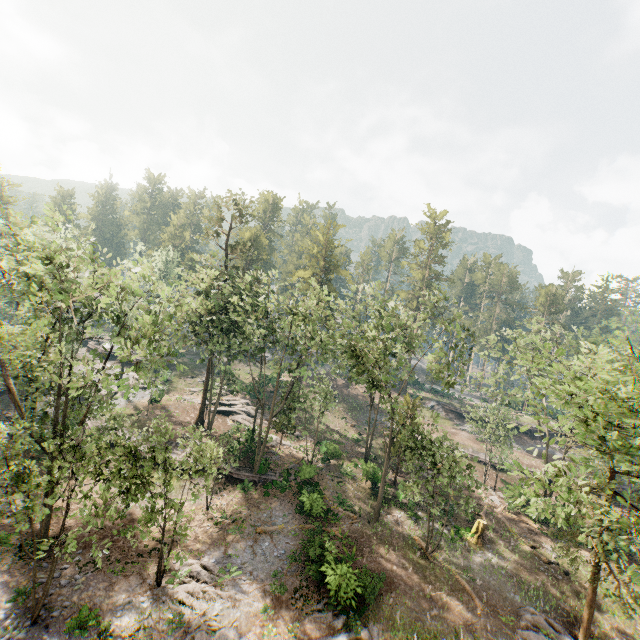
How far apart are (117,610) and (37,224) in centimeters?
2405cm

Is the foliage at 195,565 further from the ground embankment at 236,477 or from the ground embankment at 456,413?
the ground embankment at 456,413

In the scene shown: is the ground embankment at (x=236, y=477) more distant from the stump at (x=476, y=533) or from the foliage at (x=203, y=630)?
the stump at (x=476, y=533)

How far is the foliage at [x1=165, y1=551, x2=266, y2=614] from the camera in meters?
17.8 m

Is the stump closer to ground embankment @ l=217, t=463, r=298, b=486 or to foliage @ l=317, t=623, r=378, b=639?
foliage @ l=317, t=623, r=378, b=639

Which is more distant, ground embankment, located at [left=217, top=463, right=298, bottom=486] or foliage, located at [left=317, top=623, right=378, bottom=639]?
ground embankment, located at [left=217, top=463, right=298, bottom=486]

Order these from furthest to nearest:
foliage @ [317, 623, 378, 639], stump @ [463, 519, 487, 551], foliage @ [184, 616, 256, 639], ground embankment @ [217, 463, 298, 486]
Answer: ground embankment @ [217, 463, 298, 486]
stump @ [463, 519, 487, 551]
foliage @ [317, 623, 378, 639]
foliage @ [184, 616, 256, 639]
